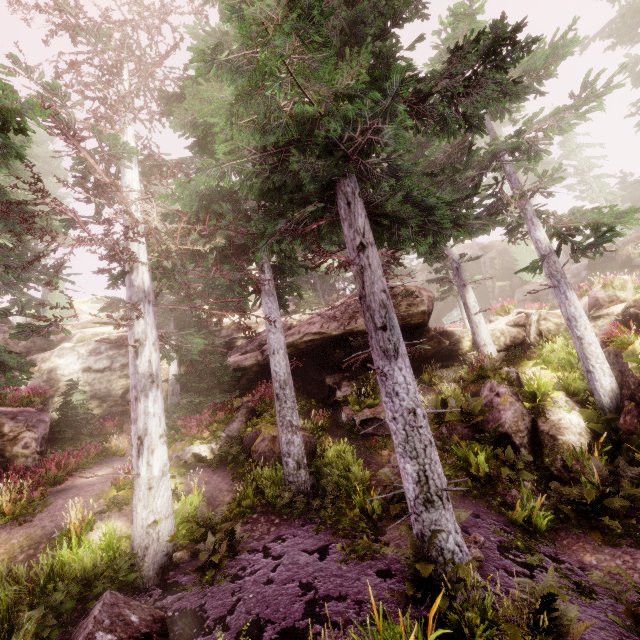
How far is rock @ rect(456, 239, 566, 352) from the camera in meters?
16.6 m

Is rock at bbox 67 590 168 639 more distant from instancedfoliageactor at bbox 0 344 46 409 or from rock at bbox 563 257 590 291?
rock at bbox 563 257 590 291

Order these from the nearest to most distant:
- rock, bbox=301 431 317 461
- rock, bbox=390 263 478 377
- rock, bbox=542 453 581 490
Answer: rock, bbox=542 453 581 490 → rock, bbox=301 431 317 461 → rock, bbox=390 263 478 377

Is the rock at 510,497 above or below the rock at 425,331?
below

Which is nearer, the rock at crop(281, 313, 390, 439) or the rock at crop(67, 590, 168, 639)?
the rock at crop(67, 590, 168, 639)

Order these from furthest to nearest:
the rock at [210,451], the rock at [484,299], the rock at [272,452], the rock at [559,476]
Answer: the rock at [484,299], the rock at [210,451], the rock at [272,452], the rock at [559,476]

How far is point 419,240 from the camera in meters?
10.3
